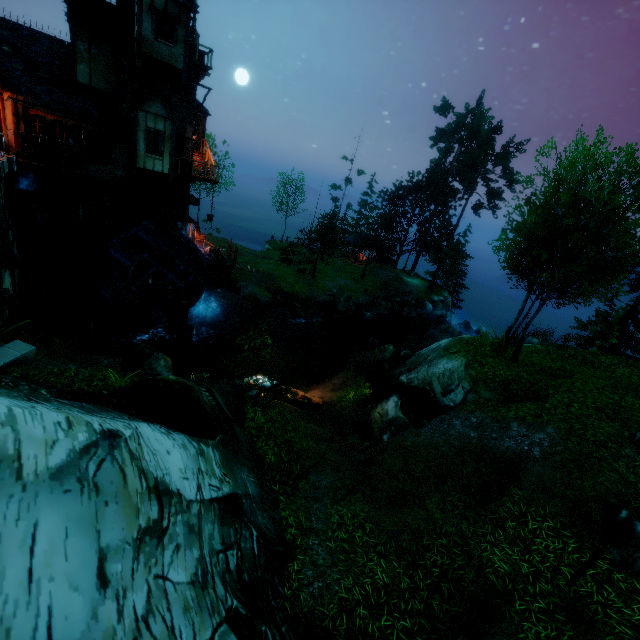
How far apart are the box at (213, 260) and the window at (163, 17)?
13.00m

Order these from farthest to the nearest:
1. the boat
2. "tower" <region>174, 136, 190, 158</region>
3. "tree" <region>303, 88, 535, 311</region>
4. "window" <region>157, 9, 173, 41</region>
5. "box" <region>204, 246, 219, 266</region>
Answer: "tree" <region>303, 88, 535, 311</region> → "box" <region>204, 246, 219, 266</region> → "tower" <region>174, 136, 190, 158</region> → "window" <region>157, 9, 173, 41</region> → the boat

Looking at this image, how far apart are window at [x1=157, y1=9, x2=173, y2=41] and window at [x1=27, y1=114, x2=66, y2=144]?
5.64m

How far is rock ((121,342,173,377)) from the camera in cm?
1039

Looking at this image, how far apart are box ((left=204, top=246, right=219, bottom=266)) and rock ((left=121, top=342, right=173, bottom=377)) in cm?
1671

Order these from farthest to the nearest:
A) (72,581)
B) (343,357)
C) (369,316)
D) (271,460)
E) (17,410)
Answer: (369,316)
(343,357)
(271,460)
(17,410)
(72,581)

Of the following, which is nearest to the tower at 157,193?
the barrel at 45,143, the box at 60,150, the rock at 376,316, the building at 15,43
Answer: the building at 15,43

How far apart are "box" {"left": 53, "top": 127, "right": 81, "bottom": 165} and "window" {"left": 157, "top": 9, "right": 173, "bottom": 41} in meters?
6.3 m
